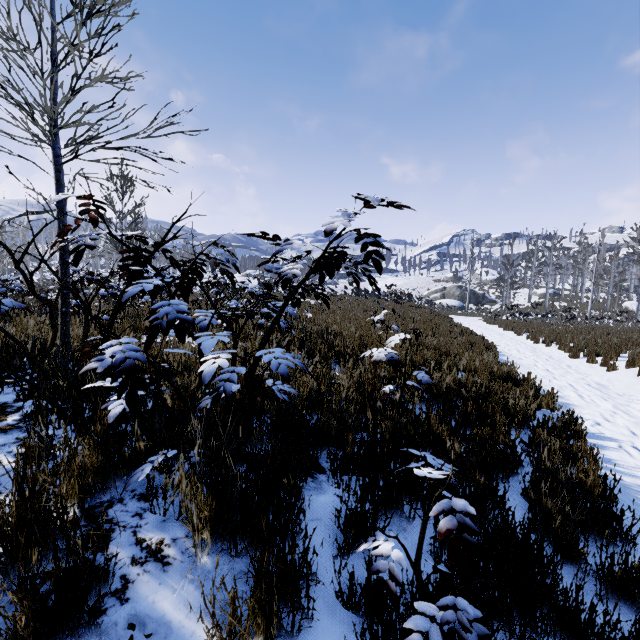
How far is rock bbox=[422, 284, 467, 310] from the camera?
45.16m

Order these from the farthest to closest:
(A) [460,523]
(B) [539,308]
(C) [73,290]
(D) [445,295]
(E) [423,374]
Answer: (D) [445,295]
(B) [539,308]
(E) [423,374]
(C) [73,290]
(A) [460,523]

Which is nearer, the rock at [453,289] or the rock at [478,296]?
the rock at [453,289]

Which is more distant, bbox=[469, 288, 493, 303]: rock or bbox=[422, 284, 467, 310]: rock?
bbox=[469, 288, 493, 303]: rock

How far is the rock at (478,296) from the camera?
49.0 meters
